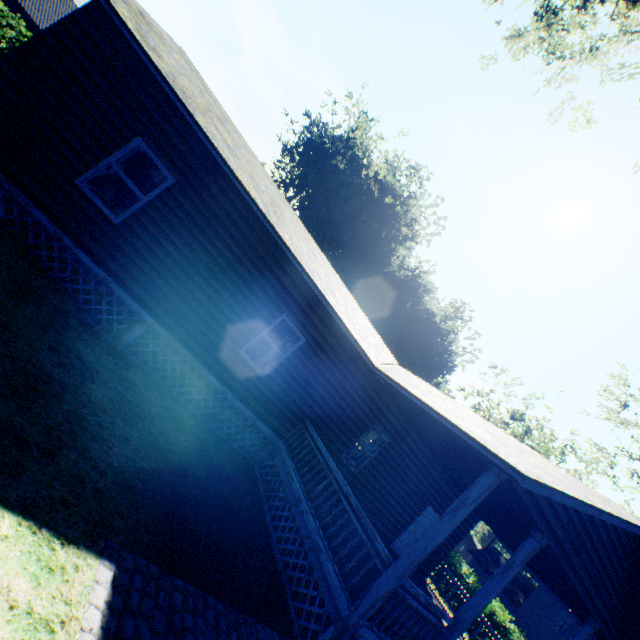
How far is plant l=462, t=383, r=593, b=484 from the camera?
41.4m

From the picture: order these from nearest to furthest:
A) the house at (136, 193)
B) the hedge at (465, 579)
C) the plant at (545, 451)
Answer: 1. the house at (136, 193)
2. the hedge at (465, 579)
3. the plant at (545, 451)

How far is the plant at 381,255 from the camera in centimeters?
3328cm

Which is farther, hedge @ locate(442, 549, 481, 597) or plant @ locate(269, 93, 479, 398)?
plant @ locate(269, 93, 479, 398)

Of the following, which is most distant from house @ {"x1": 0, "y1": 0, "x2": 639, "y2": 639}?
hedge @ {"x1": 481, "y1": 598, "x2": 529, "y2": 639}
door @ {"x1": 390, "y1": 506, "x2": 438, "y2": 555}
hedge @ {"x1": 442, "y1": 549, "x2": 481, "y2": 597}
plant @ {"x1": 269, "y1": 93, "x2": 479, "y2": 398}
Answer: plant @ {"x1": 269, "y1": 93, "x2": 479, "y2": 398}

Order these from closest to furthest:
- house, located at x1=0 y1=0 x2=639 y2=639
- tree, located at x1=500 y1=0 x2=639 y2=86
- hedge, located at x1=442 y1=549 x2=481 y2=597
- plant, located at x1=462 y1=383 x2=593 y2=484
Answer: house, located at x1=0 y1=0 x2=639 y2=639
tree, located at x1=500 y1=0 x2=639 y2=86
hedge, located at x1=442 y1=549 x2=481 y2=597
plant, located at x1=462 y1=383 x2=593 y2=484

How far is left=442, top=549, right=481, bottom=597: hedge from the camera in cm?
2162

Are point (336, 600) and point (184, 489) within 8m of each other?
yes
